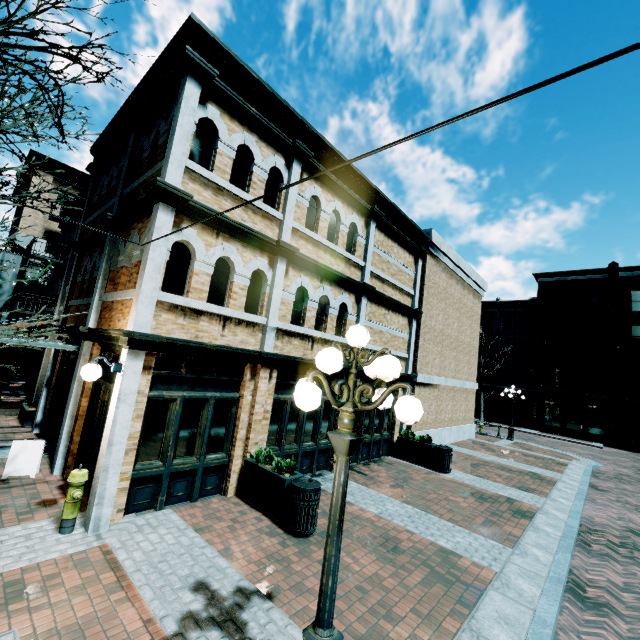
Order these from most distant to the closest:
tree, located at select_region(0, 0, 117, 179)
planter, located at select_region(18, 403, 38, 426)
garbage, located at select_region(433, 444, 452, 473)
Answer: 1. garbage, located at select_region(433, 444, 452, 473)
2. planter, located at select_region(18, 403, 38, 426)
3. tree, located at select_region(0, 0, 117, 179)

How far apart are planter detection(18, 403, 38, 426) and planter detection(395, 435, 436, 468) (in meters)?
12.60

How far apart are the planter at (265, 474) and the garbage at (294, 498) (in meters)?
0.04

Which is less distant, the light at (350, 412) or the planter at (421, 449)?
the light at (350, 412)

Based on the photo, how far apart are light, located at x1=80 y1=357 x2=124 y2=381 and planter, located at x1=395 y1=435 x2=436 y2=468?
10.54m

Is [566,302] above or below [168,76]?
above

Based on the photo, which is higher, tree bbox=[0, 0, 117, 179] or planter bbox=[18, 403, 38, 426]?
tree bbox=[0, 0, 117, 179]

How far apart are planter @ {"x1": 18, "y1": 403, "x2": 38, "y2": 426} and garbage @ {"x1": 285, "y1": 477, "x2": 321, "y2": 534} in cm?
954
